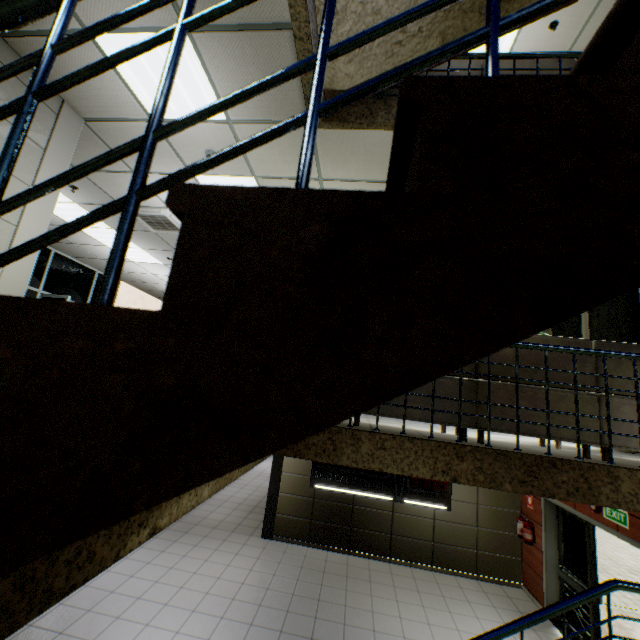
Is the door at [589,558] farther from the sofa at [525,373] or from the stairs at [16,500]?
the sofa at [525,373]

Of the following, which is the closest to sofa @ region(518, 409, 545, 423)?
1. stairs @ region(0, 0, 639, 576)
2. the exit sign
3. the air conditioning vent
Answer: stairs @ region(0, 0, 639, 576)

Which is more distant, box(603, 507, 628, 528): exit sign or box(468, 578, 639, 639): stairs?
box(603, 507, 628, 528): exit sign

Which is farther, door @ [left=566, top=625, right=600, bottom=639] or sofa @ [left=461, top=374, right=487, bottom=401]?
door @ [left=566, top=625, right=600, bottom=639]

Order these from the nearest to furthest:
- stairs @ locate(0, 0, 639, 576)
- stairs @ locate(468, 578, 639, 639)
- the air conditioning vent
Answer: stairs @ locate(0, 0, 639, 576), stairs @ locate(468, 578, 639, 639), the air conditioning vent

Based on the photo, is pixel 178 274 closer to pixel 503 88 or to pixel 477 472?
pixel 503 88

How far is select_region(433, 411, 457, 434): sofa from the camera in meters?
3.0

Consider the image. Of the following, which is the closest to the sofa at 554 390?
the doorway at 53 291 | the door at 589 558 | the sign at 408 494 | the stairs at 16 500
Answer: the stairs at 16 500
